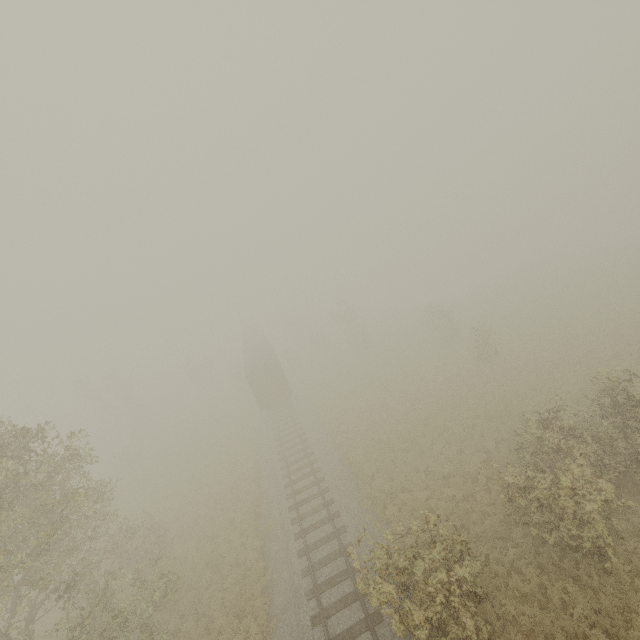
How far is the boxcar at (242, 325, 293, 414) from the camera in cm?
2958

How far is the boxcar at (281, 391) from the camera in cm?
2958

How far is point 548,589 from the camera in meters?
10.6
